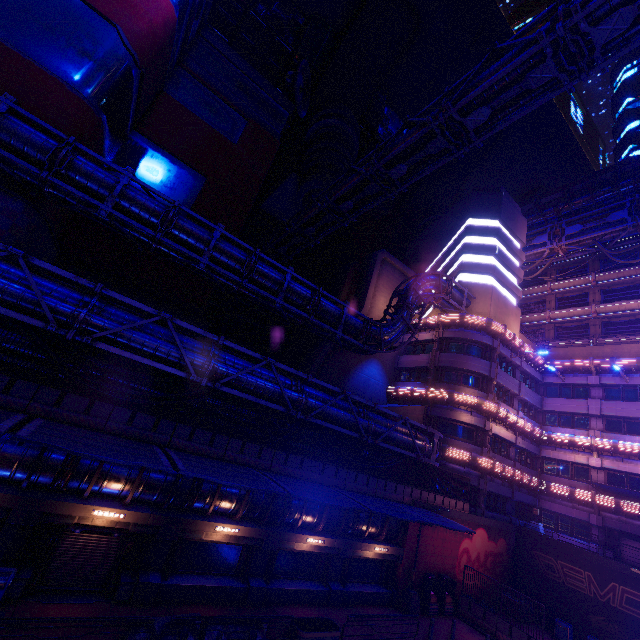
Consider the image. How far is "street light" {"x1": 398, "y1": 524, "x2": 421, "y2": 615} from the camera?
19.0m

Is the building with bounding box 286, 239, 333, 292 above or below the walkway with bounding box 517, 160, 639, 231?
below

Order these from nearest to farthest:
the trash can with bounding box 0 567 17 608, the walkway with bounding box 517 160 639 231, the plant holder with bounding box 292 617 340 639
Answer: the trash can with bounding box 0 567 17 608, the plant holder with bounding box 292 617 340 639, the walkway with bounding box 517 160 639 231

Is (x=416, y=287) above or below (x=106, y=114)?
above

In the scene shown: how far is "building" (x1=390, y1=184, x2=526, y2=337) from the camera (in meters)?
33.91

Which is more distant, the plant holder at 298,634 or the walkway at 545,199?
the walkway at 545,199

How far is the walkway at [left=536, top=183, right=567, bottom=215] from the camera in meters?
42.4 m

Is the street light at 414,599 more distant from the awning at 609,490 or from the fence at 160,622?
the awning at 609,490
